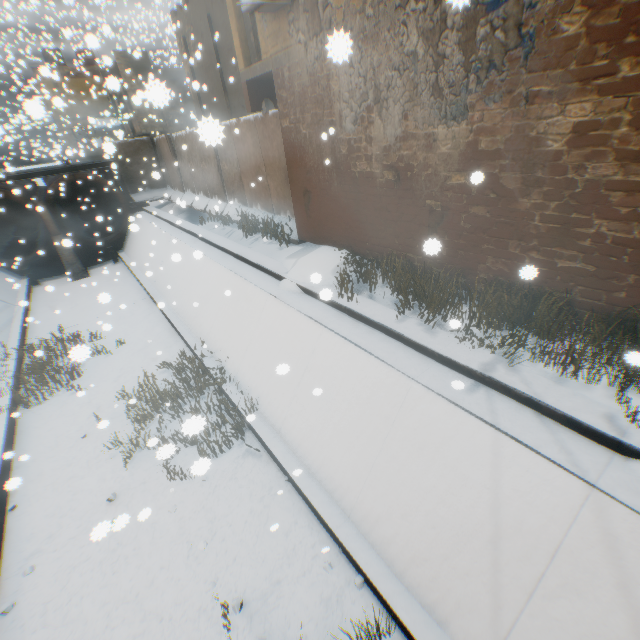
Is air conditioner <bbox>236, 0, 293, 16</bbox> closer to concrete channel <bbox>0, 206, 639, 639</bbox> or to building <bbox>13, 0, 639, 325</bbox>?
building <bbox>13, 0, 639, 325</bbox>

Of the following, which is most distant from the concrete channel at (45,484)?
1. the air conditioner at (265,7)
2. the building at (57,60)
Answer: the air conditioner at (265,7)

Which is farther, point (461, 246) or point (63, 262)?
point (63, 262)

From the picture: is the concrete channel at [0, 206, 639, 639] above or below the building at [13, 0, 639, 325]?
below

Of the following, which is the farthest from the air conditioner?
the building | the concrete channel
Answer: the concrete channel

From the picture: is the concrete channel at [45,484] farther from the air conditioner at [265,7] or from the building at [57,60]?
the air conditioner at [265,7]
